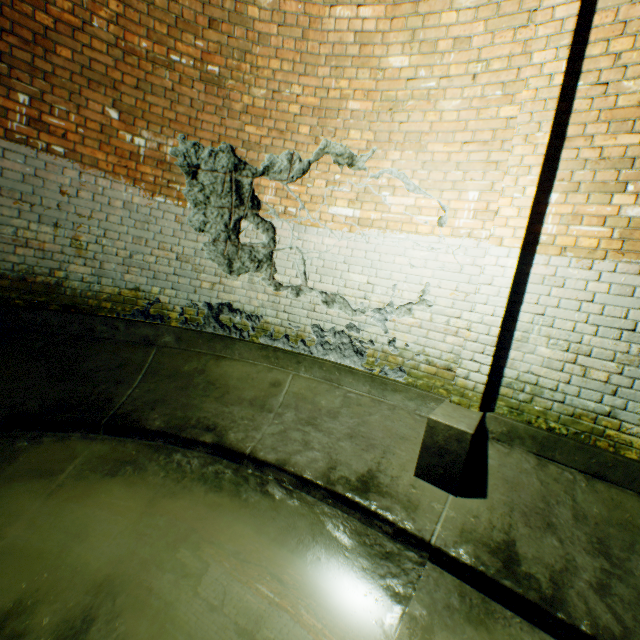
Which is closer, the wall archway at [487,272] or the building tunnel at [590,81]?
the building tunnel at [590,81]

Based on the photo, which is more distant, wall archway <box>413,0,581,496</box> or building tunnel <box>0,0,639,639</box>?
wall archway <box>413,0,581,496</box>

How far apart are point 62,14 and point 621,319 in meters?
5.8 m
